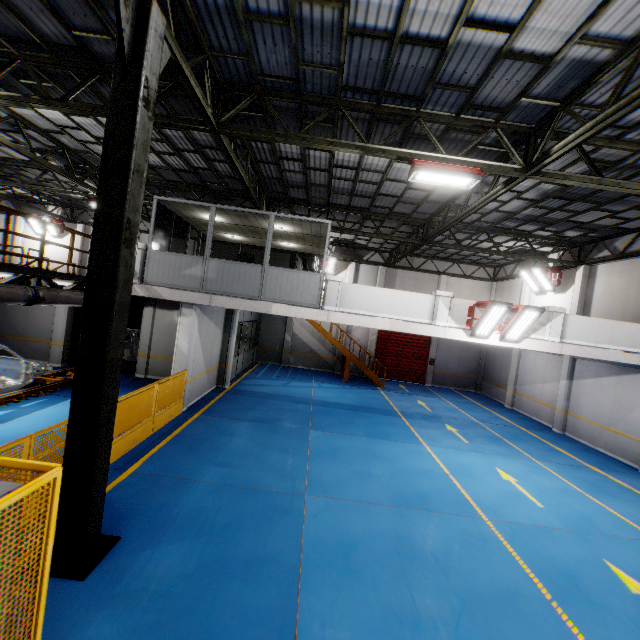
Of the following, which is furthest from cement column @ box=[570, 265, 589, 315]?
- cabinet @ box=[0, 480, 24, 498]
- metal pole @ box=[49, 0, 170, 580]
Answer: cabinet @ box=[0, 480, 24, 498]

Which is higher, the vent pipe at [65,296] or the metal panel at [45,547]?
the vent pipe at [65,296]

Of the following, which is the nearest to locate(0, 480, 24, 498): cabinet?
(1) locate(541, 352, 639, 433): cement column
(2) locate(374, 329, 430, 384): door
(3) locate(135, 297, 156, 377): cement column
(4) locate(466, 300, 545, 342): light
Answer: (4) locate(466, 300, 545, 342): light

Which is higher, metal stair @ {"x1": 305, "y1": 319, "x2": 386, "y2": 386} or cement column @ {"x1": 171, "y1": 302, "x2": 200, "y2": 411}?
cement column @ {"x1": 171, "y1": 302, "x2": 200, "y2": 411}

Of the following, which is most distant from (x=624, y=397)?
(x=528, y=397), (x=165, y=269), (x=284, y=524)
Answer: (x=165, y=269)

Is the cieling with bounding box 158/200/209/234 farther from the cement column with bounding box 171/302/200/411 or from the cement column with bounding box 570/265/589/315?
the cement column with bounding box 570/265/589/315

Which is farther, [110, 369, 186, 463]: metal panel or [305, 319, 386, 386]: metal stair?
[305, 319, 386, 386]: metal stair

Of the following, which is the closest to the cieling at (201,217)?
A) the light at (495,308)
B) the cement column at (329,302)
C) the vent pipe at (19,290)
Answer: the cement column at (329,302)
